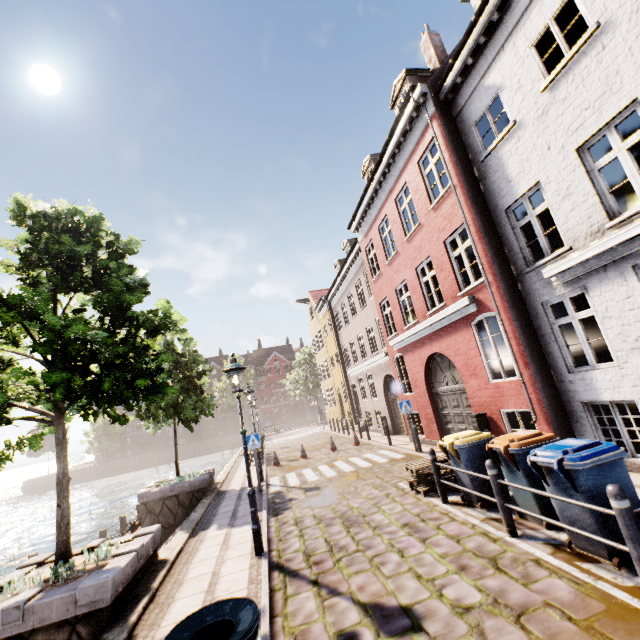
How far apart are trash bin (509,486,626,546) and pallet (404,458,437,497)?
3.2 meters

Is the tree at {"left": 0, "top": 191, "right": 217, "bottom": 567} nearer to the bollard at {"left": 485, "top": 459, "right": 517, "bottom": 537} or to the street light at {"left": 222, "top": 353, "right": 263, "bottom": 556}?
the street light at {"left": 222, "top": 353, "right": 263, "bottom": 556}

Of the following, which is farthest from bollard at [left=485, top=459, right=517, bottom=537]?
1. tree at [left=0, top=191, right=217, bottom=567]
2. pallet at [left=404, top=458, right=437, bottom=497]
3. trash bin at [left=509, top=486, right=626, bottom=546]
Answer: tree at [left=0, top=191, right=217, bottom=567]

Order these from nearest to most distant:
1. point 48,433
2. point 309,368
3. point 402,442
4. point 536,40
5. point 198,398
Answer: point 536,40 → point 48,433 → point 198,398 → point 402,442 → point 309,368

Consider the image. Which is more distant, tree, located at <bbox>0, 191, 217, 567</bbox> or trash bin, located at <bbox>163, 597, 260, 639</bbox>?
tree, located at <bbox>0, 191, 217, 567</bbox>

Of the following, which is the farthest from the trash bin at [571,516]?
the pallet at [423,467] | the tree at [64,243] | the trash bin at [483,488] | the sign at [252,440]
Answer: the sign at [252,440]

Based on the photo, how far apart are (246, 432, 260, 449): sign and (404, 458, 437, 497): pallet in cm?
511

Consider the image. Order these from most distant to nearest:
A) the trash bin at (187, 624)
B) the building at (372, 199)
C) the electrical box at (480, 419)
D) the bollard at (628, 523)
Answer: the electrical box at (480, 419), the building at (372, 199), the bollard at (628, 523), the trash bin at (187, 624)
